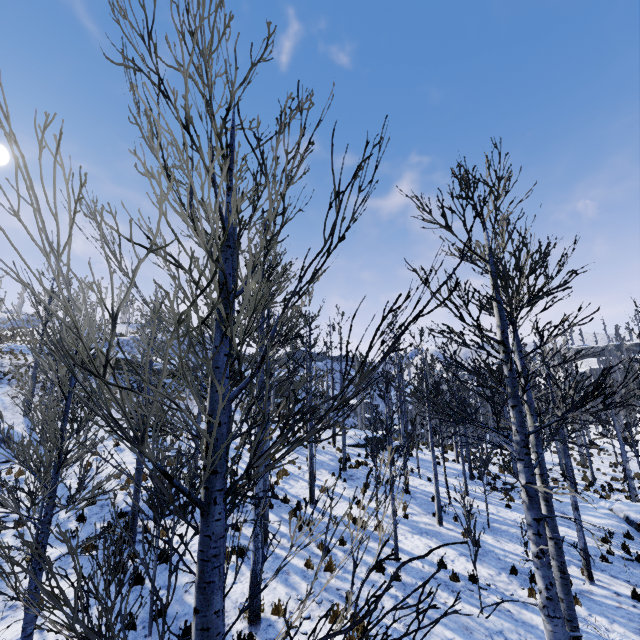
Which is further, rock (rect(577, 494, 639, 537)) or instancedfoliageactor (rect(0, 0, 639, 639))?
rock (rect(577, 494, 639, 537))

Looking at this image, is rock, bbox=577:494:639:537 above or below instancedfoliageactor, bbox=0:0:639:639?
below

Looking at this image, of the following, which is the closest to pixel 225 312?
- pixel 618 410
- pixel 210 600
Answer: pixel 210 600

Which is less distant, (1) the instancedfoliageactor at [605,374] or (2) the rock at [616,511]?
(1) the instancedfoliageactor at [605,374]

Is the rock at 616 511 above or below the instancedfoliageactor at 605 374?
below
